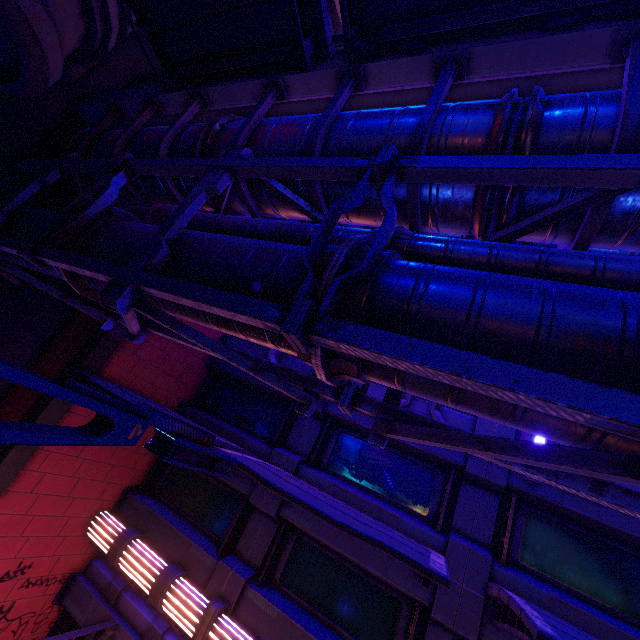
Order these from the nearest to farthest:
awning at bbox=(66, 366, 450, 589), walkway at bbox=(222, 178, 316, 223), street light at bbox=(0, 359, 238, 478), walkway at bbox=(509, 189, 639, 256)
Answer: street light at bbox=(0, 359, 238, 478) → walkway at bbox=(509, 189, 639, 256) → awning at bbox=(66, 366, 450, 589) → walkway at bbox=(222, 178, 316, 223)

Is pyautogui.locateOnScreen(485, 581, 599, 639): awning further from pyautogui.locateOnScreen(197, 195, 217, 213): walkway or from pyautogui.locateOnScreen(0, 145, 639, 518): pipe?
pyautogui.locateOnScreen(197, 195, 217, 213): walkway

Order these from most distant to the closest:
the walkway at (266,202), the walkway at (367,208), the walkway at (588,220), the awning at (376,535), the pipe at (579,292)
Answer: the walkway at (266,202), the walkway at (367,208), the awning at (376,535), the walkway at (588,220), the pipe at (579,292)

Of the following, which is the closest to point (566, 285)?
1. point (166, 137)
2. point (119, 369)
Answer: point (166, 137)

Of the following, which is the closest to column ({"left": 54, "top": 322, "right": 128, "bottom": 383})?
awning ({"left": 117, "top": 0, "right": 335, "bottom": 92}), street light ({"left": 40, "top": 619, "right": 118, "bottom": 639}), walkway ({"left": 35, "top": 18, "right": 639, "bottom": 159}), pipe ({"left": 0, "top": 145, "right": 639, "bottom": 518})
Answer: walkway ({"left": 35, "top": 18, "right": 639, "bottom": 159})

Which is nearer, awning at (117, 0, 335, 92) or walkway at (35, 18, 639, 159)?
walkway at (35, 18, 639, 159)

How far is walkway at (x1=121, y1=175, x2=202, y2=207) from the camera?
6.4m

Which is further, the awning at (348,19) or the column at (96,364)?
the column at (96,364)
